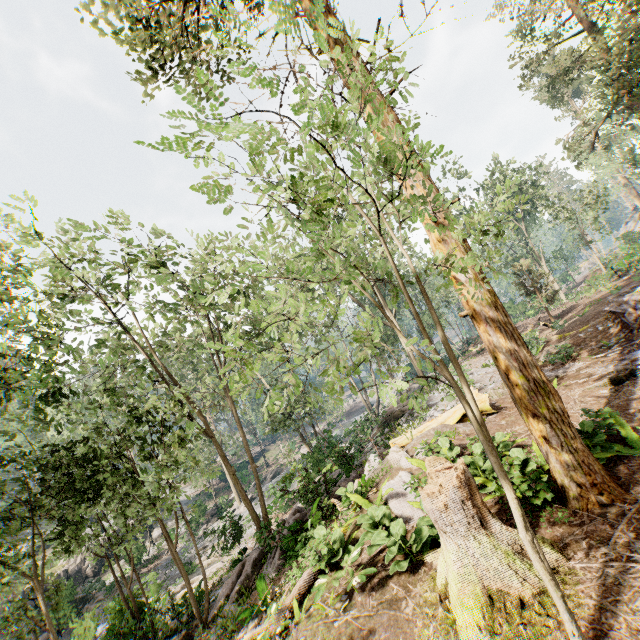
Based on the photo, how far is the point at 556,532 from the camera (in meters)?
5.35

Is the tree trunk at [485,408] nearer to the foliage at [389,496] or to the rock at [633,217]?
the foliage at [389,496]

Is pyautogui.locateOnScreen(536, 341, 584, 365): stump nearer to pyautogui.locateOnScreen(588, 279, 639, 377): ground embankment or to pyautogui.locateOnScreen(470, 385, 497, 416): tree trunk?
pyautogui.locateOnScreen(588, 279, 639, 377): ground embankment

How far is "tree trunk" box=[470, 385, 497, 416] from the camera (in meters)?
11.98

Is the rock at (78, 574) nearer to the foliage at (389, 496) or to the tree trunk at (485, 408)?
the foliage at (389, 496)

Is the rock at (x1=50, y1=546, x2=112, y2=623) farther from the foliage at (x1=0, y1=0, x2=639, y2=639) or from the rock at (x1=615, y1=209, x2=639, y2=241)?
the rock at (x1=615, y1=209, x2=639, y2=241)

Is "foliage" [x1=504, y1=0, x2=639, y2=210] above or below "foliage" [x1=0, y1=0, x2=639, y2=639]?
above
